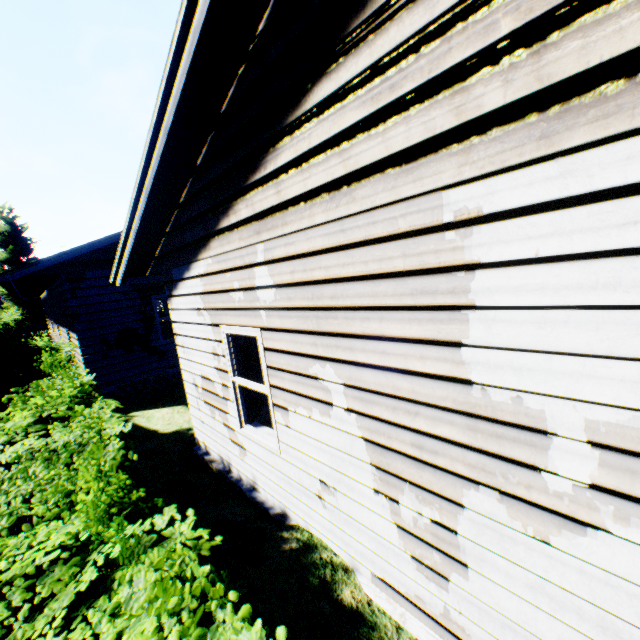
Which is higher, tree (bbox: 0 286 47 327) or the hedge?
tree (bbox: 0 286 47 327)

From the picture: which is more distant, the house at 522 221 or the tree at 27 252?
the tree at 27 252

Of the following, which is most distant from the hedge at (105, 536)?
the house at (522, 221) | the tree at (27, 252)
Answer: the tree at (27, 252)

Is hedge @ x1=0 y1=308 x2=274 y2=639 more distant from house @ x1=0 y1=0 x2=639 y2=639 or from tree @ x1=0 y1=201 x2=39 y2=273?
tree @ x1=0 y1=201 x2=39 y2=273

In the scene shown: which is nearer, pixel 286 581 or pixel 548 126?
pixel 548 126

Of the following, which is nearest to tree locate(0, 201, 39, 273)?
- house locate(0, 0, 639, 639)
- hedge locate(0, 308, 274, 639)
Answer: house locate(0, 0, 639, 639)
